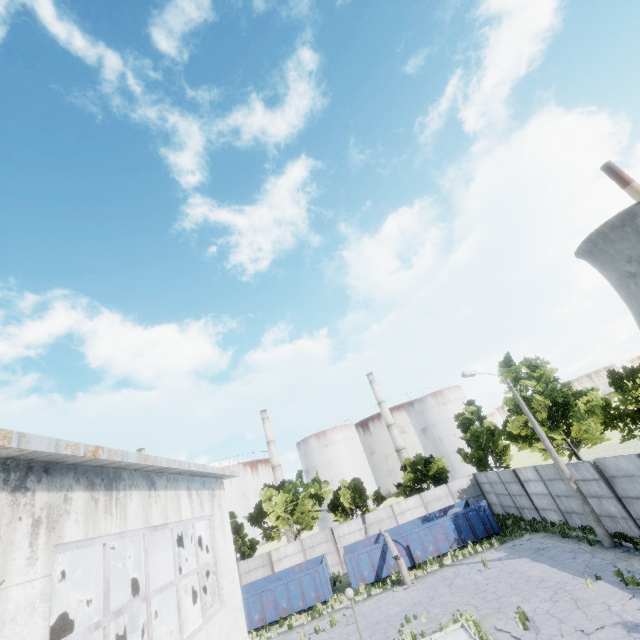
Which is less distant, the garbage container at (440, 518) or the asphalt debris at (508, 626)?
the asphalt debris at (508, 626)

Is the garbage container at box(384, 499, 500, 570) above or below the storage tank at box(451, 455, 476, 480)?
below

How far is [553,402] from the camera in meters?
21.5

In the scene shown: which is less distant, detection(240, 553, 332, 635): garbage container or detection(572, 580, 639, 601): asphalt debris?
detection(572, 580, 639, 601): asphalt debris

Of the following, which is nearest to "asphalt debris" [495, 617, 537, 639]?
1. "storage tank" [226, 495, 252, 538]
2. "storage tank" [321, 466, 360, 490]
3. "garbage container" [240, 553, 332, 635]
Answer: "garbage container" [240, 553, 332, 635]

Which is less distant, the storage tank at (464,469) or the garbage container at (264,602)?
the garbage container at (264,602)

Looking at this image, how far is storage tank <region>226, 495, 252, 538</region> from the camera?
59.0m

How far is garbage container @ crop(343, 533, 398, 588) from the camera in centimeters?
2305cm
